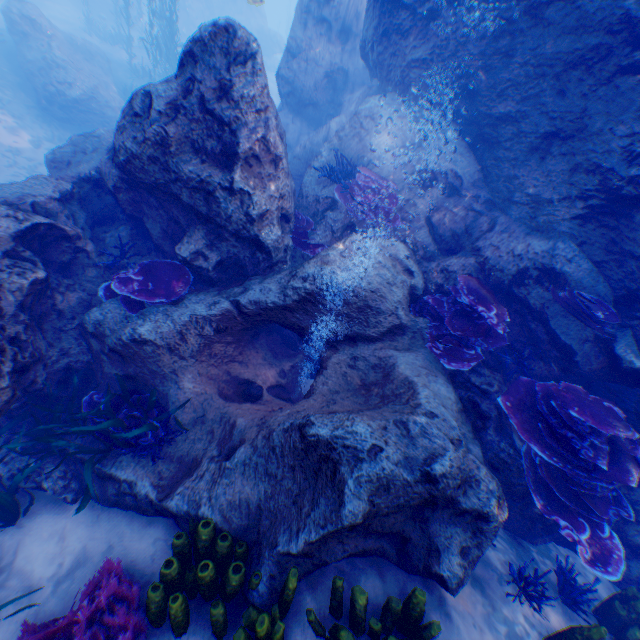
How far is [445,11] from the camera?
5.9 meters

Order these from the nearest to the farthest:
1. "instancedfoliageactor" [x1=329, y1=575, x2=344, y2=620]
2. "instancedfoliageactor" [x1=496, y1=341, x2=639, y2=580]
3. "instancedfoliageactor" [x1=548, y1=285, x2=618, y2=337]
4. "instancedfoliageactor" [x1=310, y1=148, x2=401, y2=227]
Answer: "instancedfoliageactor" [x1=329, y1=575, x2=344, y2=620] → "instancedfoliageactor" [x1=496, y1=341, x2=639, y2=580] → "instancedfoliageactor" [x1=548, y1=285, x2=618, y2=337] → "instancedfoliageactor" [x1=310, y1=148, x2=401, y2=227]

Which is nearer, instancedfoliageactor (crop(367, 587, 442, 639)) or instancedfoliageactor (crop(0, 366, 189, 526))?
instancedfoliageactor (crop(367, 587, 442, 639))

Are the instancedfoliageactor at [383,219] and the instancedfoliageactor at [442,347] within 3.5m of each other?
yes

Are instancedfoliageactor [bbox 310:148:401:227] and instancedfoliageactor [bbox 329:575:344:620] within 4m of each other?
no

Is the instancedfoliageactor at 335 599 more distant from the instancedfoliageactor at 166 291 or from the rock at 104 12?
the instancedfoliageactor at 166 291

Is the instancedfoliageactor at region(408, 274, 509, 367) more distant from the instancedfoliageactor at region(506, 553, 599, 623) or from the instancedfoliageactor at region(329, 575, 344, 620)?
the instancedfoliageactor at region(506, 553, 599, 623)

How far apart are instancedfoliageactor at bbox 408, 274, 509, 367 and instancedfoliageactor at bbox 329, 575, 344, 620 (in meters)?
2.60
